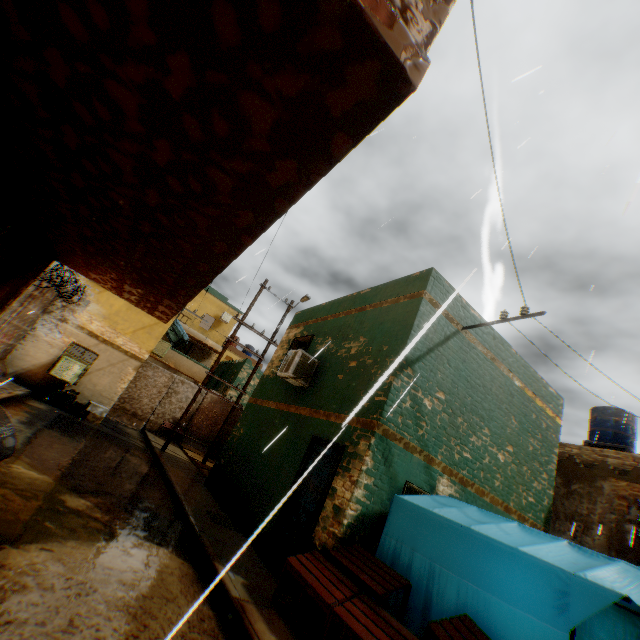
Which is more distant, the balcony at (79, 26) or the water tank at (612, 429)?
the water tank at (612, 429)

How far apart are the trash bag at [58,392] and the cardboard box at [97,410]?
0.14m

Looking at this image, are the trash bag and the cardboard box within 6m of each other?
yes

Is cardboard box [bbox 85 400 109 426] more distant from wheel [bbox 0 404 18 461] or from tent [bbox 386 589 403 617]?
tent [bbox 386 589 403 617]

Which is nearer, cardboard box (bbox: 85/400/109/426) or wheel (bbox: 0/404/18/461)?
wheel (bbox: 0/404/18/461)

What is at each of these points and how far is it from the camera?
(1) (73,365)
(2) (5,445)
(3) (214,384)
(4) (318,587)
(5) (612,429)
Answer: (1) window air conditioner, 12.70m
(2) wheel, 5.05m
(3) building, 31.25m
(4) table, 4.35m
(5) water tank, 14.53m

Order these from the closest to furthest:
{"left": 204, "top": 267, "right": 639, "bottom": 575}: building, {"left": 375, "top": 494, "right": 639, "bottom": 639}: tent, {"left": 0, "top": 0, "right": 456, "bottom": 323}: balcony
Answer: {"left": 0, "top": 0, "right": 456, "bottom": 323}: balcony → {"left": 375, "top": 494, "right": 639, "bottom": 639}: tent → {"left": 204, "top": 267, "right": 639, "bottom": 575}: building

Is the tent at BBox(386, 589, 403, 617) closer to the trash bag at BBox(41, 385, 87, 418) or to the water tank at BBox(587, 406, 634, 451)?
the water tank at BBox(587, 406, 634, 451)
